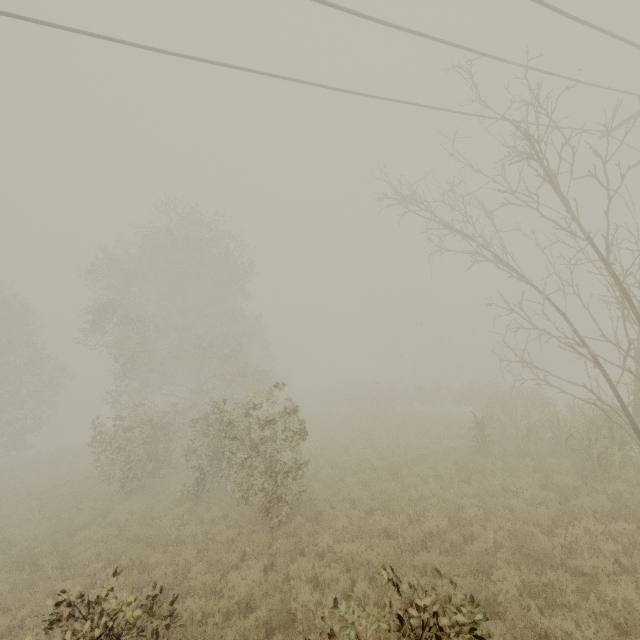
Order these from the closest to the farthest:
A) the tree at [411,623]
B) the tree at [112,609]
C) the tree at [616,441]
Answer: the tree at [411,623] < the tree at [112,609] < the tree at [616,441]

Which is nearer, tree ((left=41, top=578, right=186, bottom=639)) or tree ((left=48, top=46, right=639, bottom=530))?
tree ((left=41, top=578, right=186, bottom=639))

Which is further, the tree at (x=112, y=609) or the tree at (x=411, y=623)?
the tree at (x=112, y=609)

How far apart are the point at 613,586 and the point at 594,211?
16.9 meters

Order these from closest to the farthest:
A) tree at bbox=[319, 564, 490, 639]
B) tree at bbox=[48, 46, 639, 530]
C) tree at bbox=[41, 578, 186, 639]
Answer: tree at bbox=[319, 564, 490, 639]
tree at bbox=[41, 578, 186, 639]
tree at bbox=[48, 46, 639, 530]
